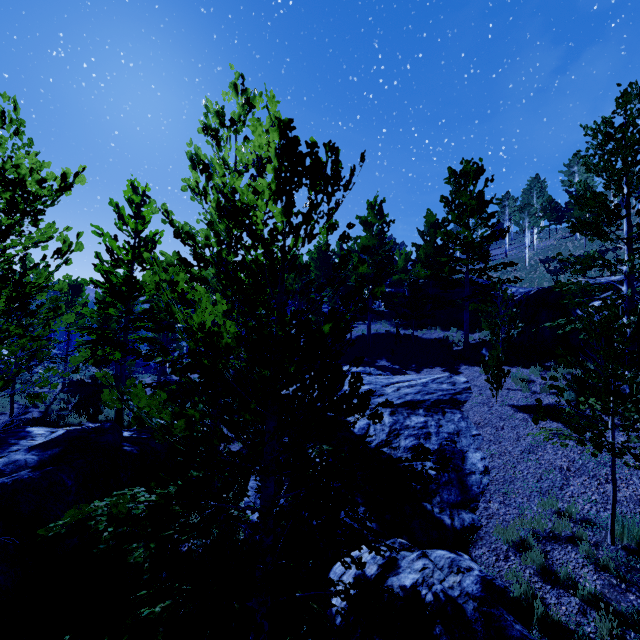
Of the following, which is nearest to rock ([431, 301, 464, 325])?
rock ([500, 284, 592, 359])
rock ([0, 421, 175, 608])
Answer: rock ([500, 284, 592, 359])

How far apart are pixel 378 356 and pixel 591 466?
15.3m

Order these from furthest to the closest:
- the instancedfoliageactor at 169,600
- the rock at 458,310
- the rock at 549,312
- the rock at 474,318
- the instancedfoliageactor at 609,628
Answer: the rock at 458,310 < the rock at 474,318 < the rock at 549,312 < the instancedfoliageactor at 609,628 < the instancedfoliageactor at 169,600

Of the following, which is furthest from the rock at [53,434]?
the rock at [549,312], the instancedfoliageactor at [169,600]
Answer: Answer: the rock at [549,312]

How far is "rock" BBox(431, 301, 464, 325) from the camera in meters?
23.4 m

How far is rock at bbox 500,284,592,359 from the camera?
13.17m

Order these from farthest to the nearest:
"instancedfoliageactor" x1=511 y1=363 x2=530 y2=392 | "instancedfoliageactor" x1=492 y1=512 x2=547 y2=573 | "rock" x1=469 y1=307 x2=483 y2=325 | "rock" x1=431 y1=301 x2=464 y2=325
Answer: "rock" x1=431 y1=301 x2=464 y2=325
"rock" x1=469 y1=307 x2=483 y2=325
"instancedfoliageactor" x1=511 y1=363 x2=530 y2=392
"instancedfoliageactor" x1=492 y1=512 x2=547 y2=573
